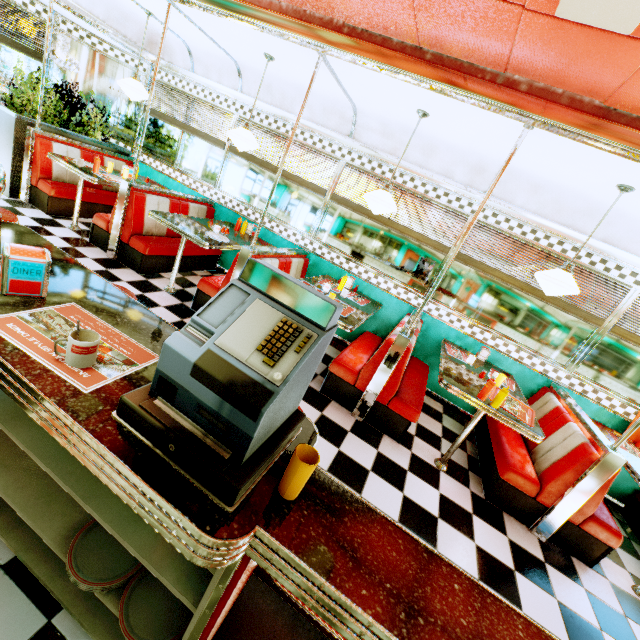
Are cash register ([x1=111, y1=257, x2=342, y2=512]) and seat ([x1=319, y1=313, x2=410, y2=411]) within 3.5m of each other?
yes

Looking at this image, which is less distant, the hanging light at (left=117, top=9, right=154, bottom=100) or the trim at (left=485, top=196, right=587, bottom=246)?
the trim at (left=485, top=196, right=587, bottom=246)

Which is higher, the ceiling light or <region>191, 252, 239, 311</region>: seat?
the ceiling light

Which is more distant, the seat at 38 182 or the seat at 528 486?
the seat at 38 182

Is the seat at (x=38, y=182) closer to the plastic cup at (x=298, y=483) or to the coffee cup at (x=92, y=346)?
the coffee cup at (x=92, y=346)

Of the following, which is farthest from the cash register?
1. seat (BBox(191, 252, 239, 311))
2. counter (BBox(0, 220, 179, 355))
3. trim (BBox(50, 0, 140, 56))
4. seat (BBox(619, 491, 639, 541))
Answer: seat (BBox(619, 491, 639, 541))

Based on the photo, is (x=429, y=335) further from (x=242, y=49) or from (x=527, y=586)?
(x=242, y=49)

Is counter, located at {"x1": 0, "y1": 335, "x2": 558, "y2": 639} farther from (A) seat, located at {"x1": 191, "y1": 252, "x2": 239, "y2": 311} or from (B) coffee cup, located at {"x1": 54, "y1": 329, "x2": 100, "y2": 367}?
(A) seat, located at {"x1": 191, "y1": 252, "x2": 239, "y2": 311}
